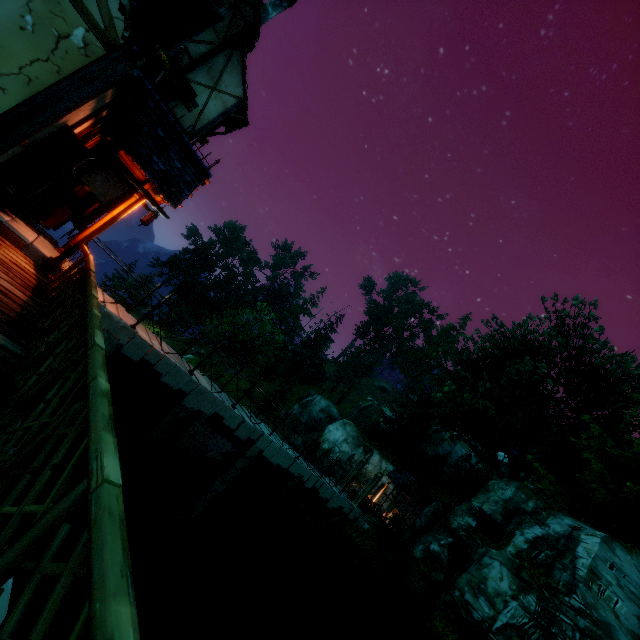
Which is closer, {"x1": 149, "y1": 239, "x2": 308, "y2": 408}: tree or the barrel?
the barrel

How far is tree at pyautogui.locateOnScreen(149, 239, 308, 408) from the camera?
33.53m

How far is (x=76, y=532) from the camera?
10.0 meters

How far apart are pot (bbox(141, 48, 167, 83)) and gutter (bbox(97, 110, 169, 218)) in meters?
1.2 m

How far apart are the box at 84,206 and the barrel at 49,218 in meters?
1.0

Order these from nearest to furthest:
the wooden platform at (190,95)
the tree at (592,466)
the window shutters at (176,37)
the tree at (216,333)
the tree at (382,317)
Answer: the window shutters at (176,37) → the wooden platform at (190,95) → the tree at (592,466) → the tree at (216,333) → the tree at (382,317)

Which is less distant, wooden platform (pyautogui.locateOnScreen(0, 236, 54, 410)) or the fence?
the fence

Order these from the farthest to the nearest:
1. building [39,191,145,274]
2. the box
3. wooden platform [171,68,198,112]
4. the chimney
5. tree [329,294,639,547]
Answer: tree [329,294,639,547] → the chimney → wooden platform [171,68,198,112] → the box → building [39,191,145,274]
